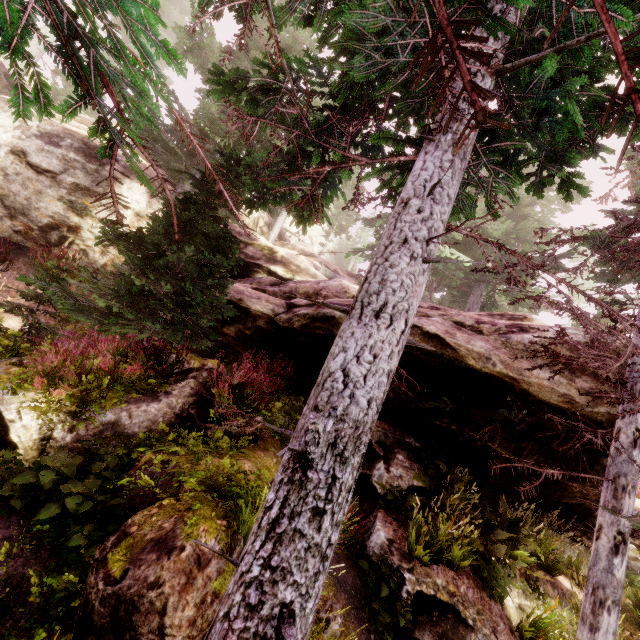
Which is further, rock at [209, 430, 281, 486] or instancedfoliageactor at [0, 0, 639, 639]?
rock at [209, 430, 281, 486]

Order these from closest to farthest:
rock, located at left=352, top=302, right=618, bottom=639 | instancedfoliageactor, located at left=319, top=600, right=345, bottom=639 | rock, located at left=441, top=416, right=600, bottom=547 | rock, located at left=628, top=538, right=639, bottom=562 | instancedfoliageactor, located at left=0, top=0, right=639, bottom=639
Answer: instancedfoliageactor, located at left=0, top=0, right=639, bottom=639 → instancedfoliageactor, located at left=319, top=600, right=345, bottom=639 → rock, located at left=352, top=302, right=618, bottom=639 → rock, located at left=441, top=416, right=600, bottom=547 → rock, located at left=628, top=538, right=639, bottom=562

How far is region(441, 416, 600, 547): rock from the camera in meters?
7.5 m

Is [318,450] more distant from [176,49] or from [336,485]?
[176,49]

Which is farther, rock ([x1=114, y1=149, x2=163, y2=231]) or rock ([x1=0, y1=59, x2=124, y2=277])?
rock ([x1=114, y1=149, x2=163, y2=231])

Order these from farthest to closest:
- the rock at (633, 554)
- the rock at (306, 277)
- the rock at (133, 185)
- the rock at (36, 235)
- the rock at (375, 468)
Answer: the rock at (133, 185) < the rock at (36, 235) < the rock at (633, 554) < the rock at (375, 468) < the rock at (306, 277)

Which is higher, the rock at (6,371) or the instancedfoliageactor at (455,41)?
the instancedfoliageactor at (455,41)
